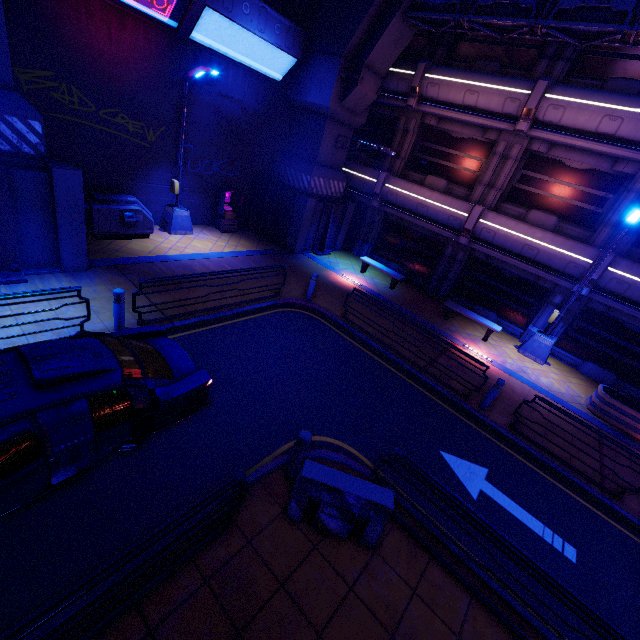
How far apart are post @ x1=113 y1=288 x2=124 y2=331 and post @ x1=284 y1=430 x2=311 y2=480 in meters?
5.2

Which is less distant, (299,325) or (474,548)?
(474,548)

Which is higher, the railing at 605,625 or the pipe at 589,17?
the pipe at 589,17

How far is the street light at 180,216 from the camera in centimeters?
1093cm

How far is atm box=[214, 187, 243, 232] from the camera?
15.17m

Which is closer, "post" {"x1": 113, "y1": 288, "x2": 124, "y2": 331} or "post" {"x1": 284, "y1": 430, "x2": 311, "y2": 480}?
"post" {"x1": 284, "y1": 430, "x2": 311, "y2": 480}

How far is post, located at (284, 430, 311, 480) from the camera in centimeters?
517cm

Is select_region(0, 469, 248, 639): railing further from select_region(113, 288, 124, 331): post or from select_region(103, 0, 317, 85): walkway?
select_region(103, 0, 317, 85): walkway
